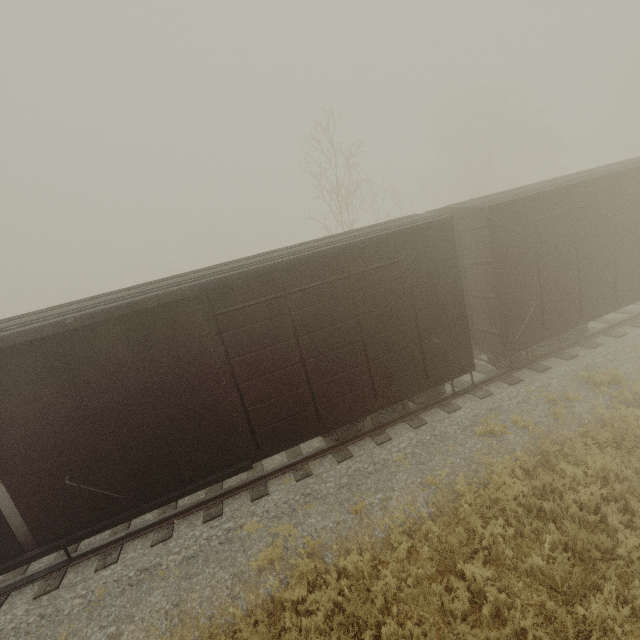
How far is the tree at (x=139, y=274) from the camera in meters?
55.1 m

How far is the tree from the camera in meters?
55.1 m

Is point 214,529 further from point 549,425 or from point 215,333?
point 549,425

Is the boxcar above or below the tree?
below

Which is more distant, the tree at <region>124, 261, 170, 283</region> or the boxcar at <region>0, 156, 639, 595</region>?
the tree at <region>124, 261, 170, 283</region>

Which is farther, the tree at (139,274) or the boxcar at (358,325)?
the tree at (139,274)
